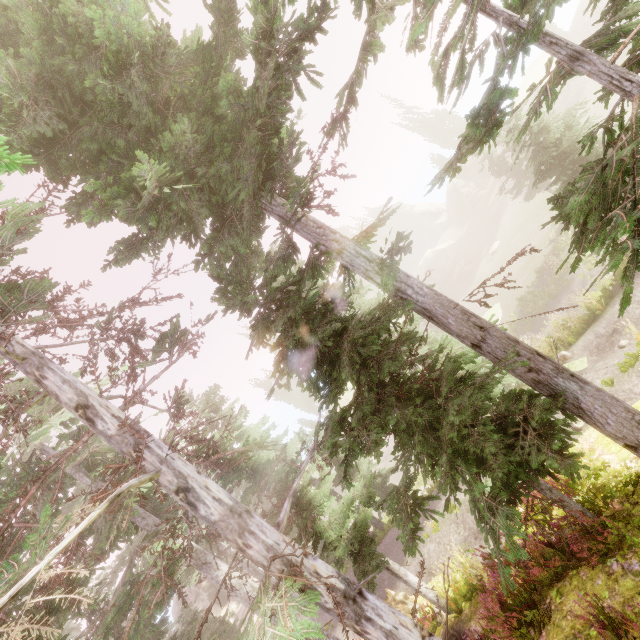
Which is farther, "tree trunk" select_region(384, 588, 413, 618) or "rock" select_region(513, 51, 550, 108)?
"rock" select_region(513, 51, 550, 108)

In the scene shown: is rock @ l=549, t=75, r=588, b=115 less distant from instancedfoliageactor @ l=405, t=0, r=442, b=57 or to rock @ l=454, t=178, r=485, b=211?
instancedfoliageactor @ l=405, t=0, r=442, b=57

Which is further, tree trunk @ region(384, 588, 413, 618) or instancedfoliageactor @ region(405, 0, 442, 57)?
tree trunk @ region(384, 588, 413, 618)

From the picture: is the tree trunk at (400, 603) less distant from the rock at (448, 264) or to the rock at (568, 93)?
the rock at (448, 264)

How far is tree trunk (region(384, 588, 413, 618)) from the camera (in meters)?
10.90

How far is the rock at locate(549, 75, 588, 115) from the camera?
39.1 meters

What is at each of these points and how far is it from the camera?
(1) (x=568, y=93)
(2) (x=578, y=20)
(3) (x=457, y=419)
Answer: (1) rock, 39.8m
(2) rock, 41.2m
(3) instancedfoliageactor, 5.5m
